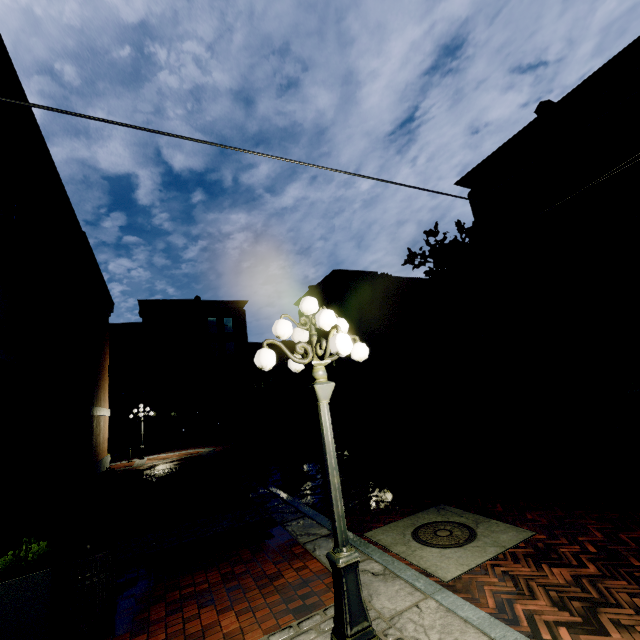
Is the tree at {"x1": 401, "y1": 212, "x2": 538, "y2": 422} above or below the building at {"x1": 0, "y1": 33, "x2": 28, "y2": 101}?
below

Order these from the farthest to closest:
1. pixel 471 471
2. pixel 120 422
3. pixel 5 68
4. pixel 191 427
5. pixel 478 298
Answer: pixel 120 422 → pixel 191 427 → pixel 478 298 → pixel 471 471 → pixel 5 68

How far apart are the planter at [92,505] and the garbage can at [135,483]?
0.1 meters

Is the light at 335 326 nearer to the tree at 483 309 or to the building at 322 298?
the tree at 483 309

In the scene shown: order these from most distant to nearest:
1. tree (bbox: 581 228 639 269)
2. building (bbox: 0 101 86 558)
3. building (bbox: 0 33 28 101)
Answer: tree (bbox: 581 228 639 269)
building (bbox: 0 101 86 558)
building (bbox: 0 33 28 101)

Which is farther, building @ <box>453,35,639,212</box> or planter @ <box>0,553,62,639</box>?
building @ <box>453,35,639,212</box>

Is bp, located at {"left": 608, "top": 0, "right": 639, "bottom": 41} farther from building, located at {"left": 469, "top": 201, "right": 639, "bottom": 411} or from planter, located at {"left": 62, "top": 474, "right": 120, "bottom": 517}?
planter, located at {"left": 62, "top": 474, "right": 120, "bottom": 517}

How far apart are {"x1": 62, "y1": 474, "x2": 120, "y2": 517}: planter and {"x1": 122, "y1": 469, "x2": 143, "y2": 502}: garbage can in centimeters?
6cm
